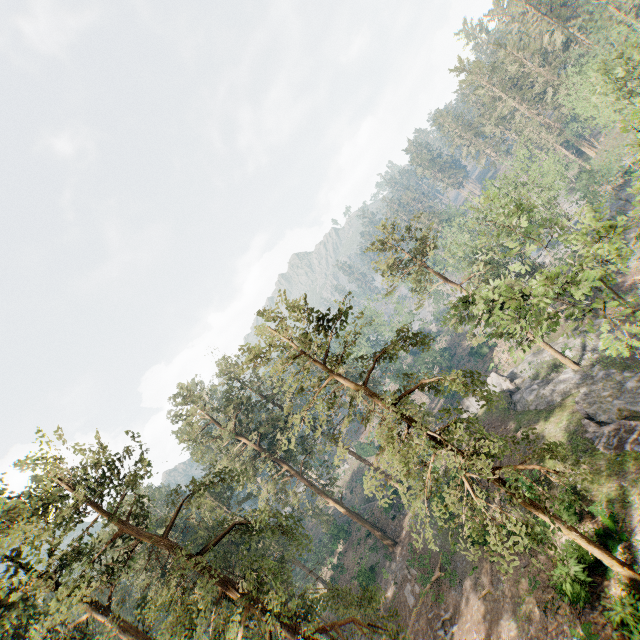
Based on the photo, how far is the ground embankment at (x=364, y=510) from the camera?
47.3m

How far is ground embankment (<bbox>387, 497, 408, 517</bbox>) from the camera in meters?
40.4 m

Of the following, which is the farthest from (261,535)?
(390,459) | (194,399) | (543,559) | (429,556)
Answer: (194,399)

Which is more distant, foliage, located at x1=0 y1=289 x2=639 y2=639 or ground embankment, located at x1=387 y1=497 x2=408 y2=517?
ground embankment, located at x1=387 y1=497 x2=408 y2=517

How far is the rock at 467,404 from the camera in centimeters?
4223cm

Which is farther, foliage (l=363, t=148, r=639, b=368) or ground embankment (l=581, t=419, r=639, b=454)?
ground embankment (l=581, t=419, r=639, b=454)

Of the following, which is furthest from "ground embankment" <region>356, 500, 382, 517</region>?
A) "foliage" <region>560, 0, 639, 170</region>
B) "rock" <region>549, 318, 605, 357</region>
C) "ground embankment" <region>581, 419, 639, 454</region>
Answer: "ground embankment" <region>581, 419, 639, 454</region>
